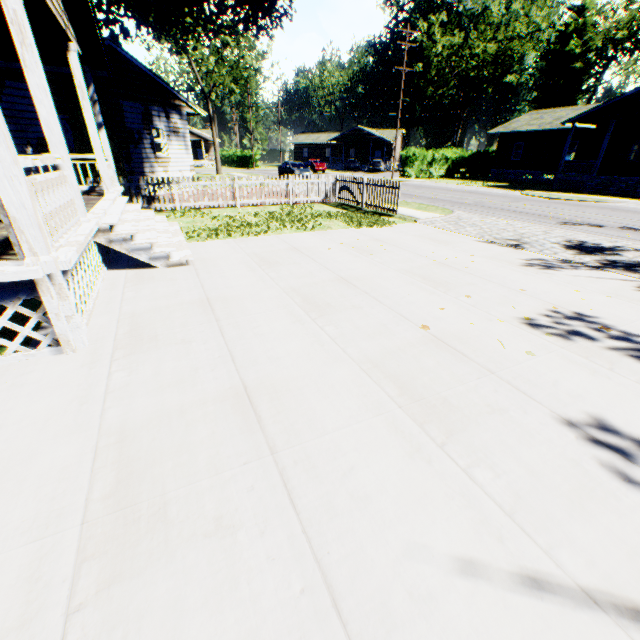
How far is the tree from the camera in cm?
3312

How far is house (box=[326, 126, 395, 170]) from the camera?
54.2 meters

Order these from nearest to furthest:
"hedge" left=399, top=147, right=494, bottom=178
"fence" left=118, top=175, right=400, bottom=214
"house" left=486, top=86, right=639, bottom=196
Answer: "fence" left=118, top=175, right=400, bottom=214, "house" left=486, top=86, right=639, bottom=196, "hedge" left=399, top=147, right=494, bottom=178

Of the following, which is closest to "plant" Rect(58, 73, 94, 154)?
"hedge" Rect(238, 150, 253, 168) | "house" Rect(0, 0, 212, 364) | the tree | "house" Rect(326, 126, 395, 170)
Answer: "house" Rect(0, 0, 212, 364)

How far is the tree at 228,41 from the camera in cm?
3312

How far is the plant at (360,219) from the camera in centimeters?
953cm

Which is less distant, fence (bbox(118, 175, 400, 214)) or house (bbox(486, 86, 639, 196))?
fence (bbox(118, 175, 400, 214))

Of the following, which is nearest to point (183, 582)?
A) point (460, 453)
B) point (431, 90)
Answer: point (460, 453)
